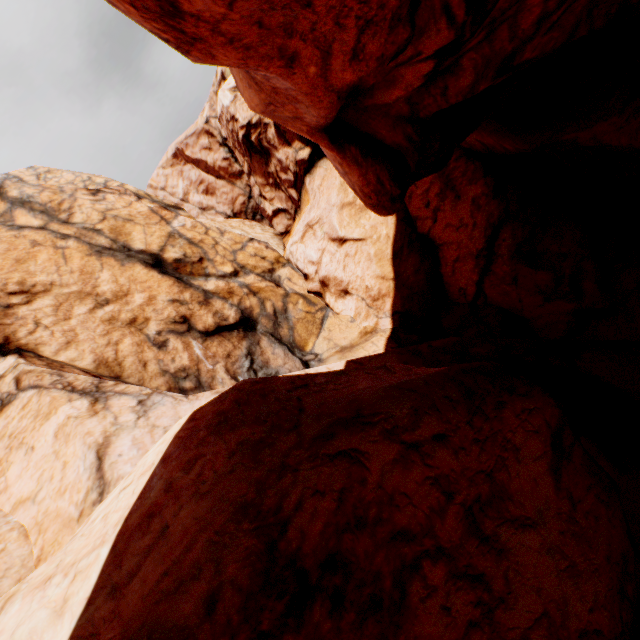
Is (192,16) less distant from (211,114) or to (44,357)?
(44,357)
